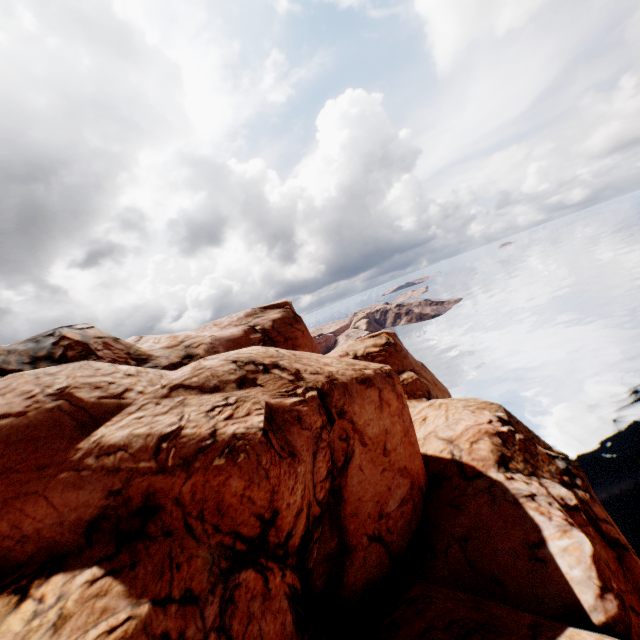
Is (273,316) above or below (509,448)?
above
